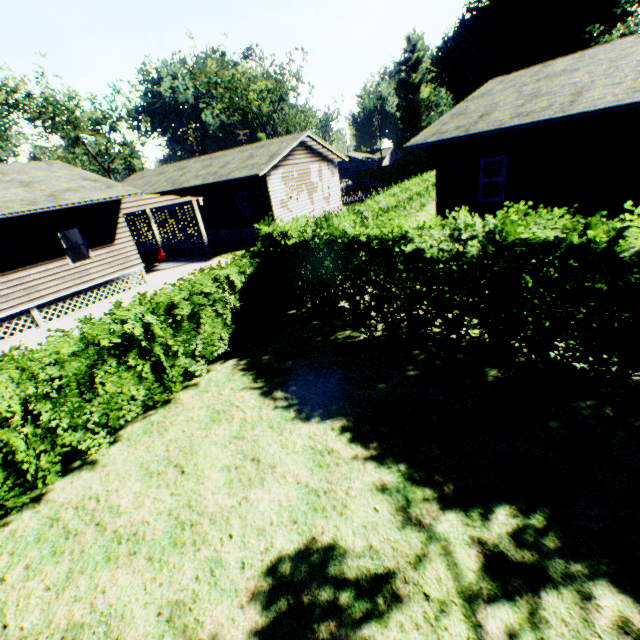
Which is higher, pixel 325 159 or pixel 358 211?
pixel 325 159

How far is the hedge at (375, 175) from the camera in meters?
48.3

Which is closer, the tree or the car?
the car

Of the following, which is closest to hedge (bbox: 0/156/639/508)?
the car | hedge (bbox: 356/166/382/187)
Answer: the car

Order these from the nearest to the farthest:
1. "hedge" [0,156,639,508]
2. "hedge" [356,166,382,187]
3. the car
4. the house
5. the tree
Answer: "hedge" [0,156,639,508], the house, the car, the tree, "hedge" [356,166,382,187]

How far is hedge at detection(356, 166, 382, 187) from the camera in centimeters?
4831cm

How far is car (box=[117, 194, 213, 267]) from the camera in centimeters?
1633cm

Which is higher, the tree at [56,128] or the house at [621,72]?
the tree at [56,128]
